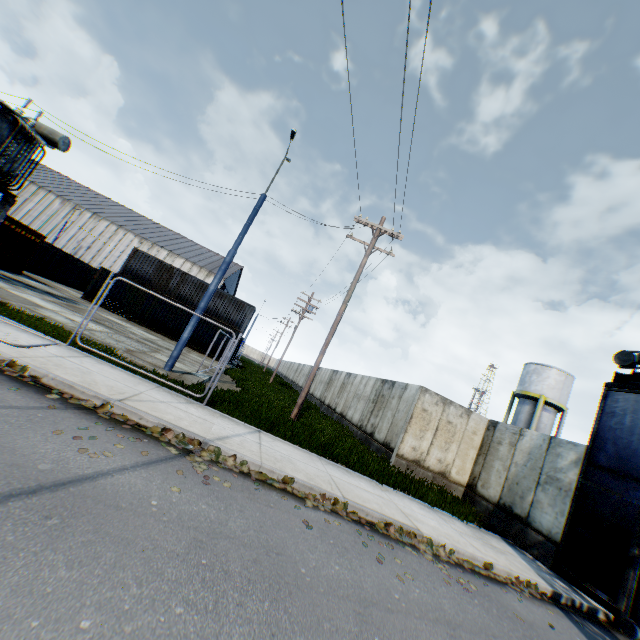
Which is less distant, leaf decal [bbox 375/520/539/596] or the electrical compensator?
Answer: leaf decal [bbox 375/520/539/596]

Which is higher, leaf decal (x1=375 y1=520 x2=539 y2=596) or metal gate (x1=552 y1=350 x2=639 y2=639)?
metal gate (x1=552 y1=350 x2=639 y2=639)

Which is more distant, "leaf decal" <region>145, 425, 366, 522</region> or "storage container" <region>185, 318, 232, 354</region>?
"storage container" <region>185, 318, 232, 354</region>

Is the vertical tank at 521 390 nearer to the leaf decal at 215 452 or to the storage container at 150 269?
the storage container at 150 269

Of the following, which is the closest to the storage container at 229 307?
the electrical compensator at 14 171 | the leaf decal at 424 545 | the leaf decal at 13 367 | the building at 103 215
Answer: the electrical compensator at 14 171

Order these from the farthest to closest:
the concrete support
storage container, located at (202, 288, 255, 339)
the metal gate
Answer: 1. storage container, located at (202, 288, 255, 339)
2. the concrete support
3. the metal gate

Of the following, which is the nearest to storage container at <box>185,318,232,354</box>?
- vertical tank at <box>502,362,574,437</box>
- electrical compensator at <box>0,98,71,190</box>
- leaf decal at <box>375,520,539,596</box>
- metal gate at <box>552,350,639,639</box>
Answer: electrical compensator at <box>0,98,71,190</box>

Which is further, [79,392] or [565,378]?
[565,378]
